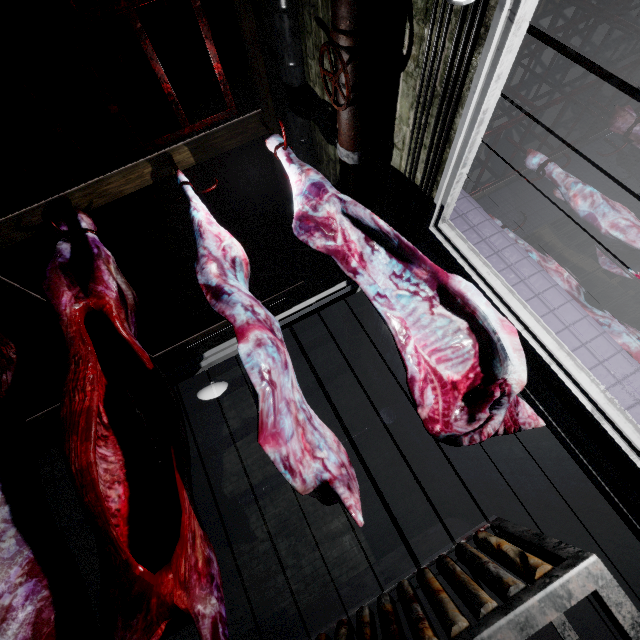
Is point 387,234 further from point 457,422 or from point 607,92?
point 607,92

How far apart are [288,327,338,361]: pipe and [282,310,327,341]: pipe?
0.17m

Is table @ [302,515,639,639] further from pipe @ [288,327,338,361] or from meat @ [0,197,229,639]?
pipe @ [288,327,338,361]

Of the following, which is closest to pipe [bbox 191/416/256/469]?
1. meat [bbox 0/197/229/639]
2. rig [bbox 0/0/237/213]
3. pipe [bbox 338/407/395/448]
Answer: rig [bbox 0/0/237/213]

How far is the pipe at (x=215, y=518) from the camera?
4.49m

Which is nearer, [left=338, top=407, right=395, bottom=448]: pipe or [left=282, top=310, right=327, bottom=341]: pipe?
[left=338, top=407, right=395, bottom=448]: pipe

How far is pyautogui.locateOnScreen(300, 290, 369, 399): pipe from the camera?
3.2 meters

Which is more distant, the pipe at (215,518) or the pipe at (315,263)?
the pipe at (215,518)
